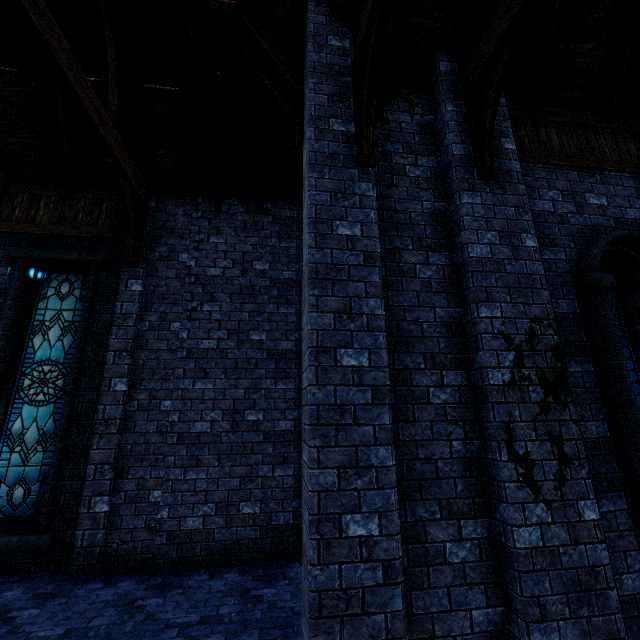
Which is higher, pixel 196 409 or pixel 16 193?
pixel 16 193

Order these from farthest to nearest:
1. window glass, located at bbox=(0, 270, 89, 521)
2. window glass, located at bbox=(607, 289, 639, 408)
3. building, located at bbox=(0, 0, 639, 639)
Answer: window glass, located at bbox=(0, 270, 89, 521) < window glass, located at bbox=(607, 289, 639, 408) < building, located at bbox=(0, 0, 639, 639)

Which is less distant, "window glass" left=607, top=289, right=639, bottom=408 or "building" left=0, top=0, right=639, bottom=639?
"building" left=0, top=0, right=639, bottom=639

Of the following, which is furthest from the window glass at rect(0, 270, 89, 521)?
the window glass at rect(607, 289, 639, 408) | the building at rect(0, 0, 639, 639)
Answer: the window glass at rect(607, 289, 639, 408)

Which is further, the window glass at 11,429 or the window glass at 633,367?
the window glass at 11,429

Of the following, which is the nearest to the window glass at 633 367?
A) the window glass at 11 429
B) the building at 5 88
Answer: the building at 5 88

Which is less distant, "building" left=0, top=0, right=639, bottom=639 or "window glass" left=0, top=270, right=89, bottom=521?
"building" left=0, top=0, right=639, bottom=639
